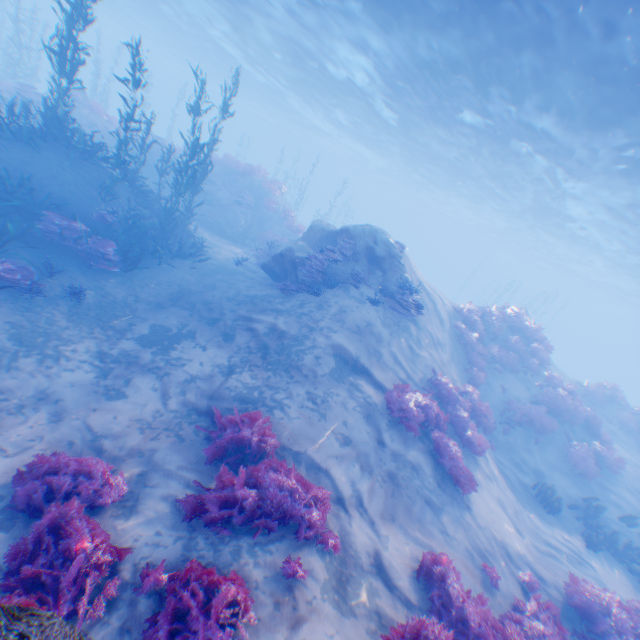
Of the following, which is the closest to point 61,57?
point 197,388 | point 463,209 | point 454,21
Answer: point 197,388

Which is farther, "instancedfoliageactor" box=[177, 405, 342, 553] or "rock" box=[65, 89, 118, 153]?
"rock" box=[65, 89, 118, 153]

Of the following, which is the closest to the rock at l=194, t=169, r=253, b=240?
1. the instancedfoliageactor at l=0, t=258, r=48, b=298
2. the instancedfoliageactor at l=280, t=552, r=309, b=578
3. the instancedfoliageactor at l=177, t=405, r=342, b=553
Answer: the instancedfoliageactor at l=0, t=258, r=48, b=298

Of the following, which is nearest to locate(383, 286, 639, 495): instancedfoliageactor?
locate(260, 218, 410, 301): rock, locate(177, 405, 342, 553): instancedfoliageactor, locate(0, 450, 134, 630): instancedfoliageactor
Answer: Result: locate(260, 218, 410, 301): rock

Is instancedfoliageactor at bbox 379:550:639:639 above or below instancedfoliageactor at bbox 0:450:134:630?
above

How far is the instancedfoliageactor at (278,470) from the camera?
5.2m

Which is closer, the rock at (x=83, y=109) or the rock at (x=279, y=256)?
the rock at (x=279, y=256)

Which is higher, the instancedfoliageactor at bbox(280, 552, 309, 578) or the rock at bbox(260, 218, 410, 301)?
the rock at bbox(260, 218, 410, 301)
